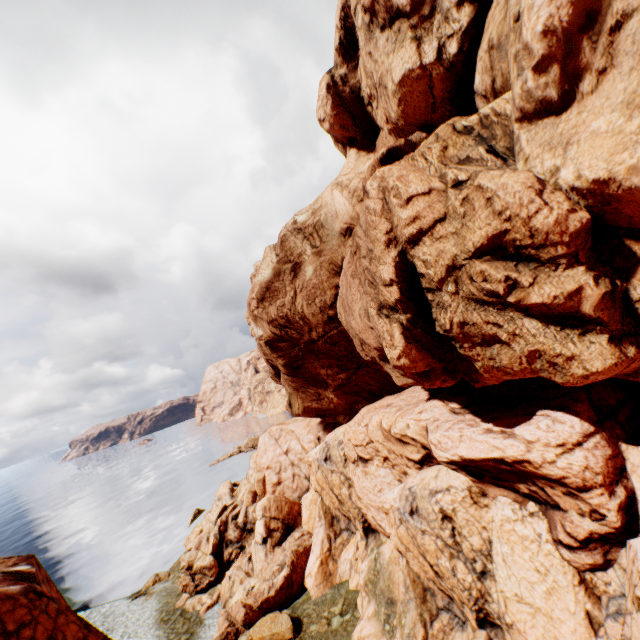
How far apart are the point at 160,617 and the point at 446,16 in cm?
4107
